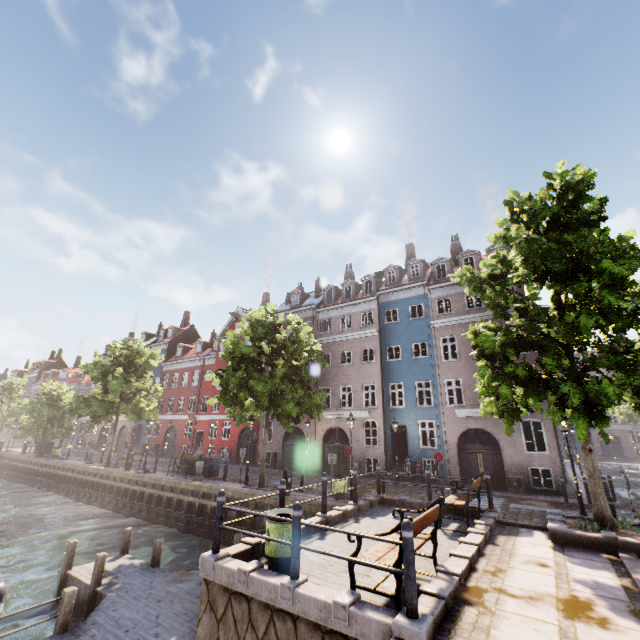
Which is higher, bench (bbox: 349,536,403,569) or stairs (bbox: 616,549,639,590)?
bench (bbox: 349,536,403,569)

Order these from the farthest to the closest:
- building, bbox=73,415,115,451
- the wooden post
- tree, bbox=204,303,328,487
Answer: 1. building, bbox=73,415,115,451
2. tree, bbox=204,303,328,487
3. the wooden post

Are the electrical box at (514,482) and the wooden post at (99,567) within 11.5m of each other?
no

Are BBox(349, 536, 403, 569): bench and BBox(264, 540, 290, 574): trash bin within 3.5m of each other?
yes

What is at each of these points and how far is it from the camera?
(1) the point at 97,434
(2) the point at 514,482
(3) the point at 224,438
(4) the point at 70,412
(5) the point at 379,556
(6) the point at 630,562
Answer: (1) building, 45.81m
(2) electrical box, 17.77m
(3) building, 32.03m
(4) tree, 25.19m
(5) bench, 5.34m
(6) stairs, 6.56m

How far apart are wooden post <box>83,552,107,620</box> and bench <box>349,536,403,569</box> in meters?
9.2 m

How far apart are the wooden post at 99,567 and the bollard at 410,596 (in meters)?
10.31

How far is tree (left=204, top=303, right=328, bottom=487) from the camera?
17.14m
